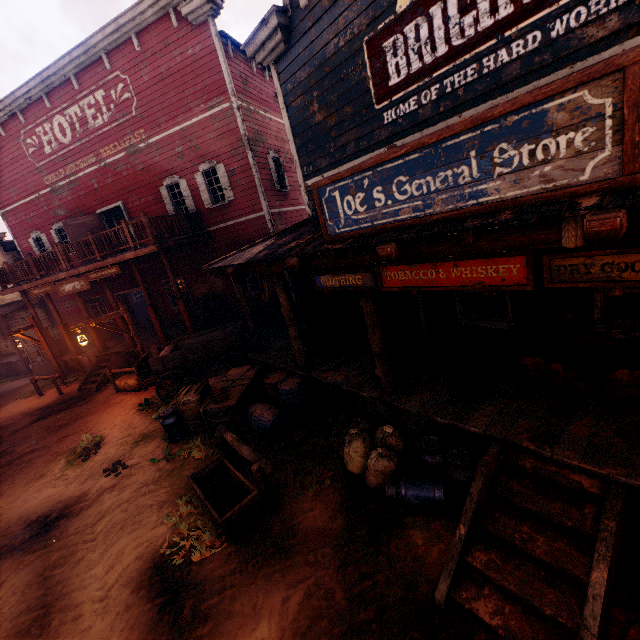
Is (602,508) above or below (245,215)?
below

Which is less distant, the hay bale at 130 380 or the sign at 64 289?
the hay bale at 130 380

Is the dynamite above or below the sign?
below

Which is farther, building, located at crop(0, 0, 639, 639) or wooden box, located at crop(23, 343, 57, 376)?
wooden box, located at crop(23, 343, 57, 376)

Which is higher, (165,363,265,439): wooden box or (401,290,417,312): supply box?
(401,290,417,312): supply box

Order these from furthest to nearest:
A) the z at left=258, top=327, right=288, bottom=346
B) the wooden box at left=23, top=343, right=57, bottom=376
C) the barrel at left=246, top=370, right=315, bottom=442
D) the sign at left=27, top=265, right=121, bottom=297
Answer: the wooden box at left=23, top=343, right=57, bottom=376 → the z at left=258, top=327, right=288, bottom=346 → the sign at left=27, top=265, right=121, bottom=297 → the barrel at left=246, top=370, right=315, bottom=442

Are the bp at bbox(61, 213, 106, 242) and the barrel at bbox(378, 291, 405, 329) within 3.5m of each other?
no

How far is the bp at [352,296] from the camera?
7.81m
